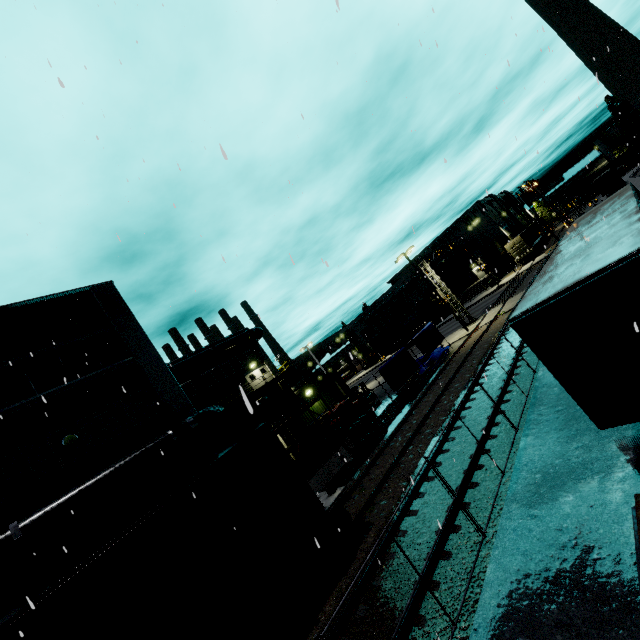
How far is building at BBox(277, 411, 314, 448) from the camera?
24.75m

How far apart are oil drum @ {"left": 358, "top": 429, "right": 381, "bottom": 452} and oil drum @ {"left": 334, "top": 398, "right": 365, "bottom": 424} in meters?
1.3 m

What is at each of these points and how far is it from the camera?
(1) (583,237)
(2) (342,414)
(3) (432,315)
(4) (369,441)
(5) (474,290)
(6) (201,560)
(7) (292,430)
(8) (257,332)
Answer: (1) semi trailer, 10.3 meters
(2) oil drum, 18.8 meters
(3) building, 58.7 meters
(4) oil drum, 18.8 meters
(5) building, 59.0 meters
(6) cargo car, 8.1 meters
(7) building, 25.8 meters
(8) pipe, 37.0 meters

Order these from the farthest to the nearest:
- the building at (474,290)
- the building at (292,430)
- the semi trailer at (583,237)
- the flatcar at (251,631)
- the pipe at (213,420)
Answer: the building at (474,290) < the building at (292,430) < the pipe at (213,420) < the flatcar at (251,631) < the semi trailer at (583,237)

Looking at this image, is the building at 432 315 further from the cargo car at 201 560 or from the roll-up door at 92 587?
the cargo car at 201 560

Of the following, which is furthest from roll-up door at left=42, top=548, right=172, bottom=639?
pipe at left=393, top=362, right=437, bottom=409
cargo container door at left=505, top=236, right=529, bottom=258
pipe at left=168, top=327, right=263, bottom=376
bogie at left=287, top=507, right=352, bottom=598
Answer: cargo container door at left=505, top=236, right=529, bottom=258

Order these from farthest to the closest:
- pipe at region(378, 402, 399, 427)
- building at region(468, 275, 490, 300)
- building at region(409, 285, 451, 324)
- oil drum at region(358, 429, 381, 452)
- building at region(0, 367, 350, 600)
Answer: building at region(409, 285, 451, 324)
building at region(468, 275, 490, 300)
pipe at region(378, 402, 399, 427)
oil drum at region(358, 429, 381, 452)
building at region(0, 367, 350, 600)
